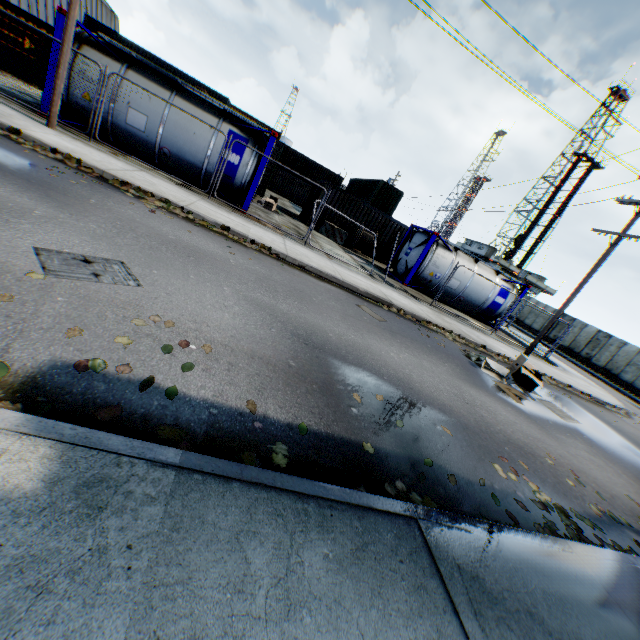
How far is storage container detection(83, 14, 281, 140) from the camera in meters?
26.9

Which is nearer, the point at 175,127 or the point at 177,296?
the point at 177,296

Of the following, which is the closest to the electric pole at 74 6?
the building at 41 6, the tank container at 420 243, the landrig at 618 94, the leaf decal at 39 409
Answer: the tank container at 420 243

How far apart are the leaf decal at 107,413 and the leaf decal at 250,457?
0.7m

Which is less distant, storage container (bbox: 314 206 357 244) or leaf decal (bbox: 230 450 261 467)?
leaf decal (bbox: 230 450 261 467)

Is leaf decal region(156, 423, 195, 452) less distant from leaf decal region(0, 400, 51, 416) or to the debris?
leaf decal region(0, 400, 51, 416)

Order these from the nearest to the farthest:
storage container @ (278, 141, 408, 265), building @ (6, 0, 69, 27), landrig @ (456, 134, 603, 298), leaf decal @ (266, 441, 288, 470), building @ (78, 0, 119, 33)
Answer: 1. leaf decal @ (266, 441, 288, 470)
2. storage container @ (278, 141, 408, 265)
3. building @ (6, 0, 69, 27)
4. building @ (78, 0, 119, 33)
5. landrig @ (456, 134, 603, 298)

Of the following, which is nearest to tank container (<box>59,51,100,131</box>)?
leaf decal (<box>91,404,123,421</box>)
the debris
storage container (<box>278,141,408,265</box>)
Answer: the debris
